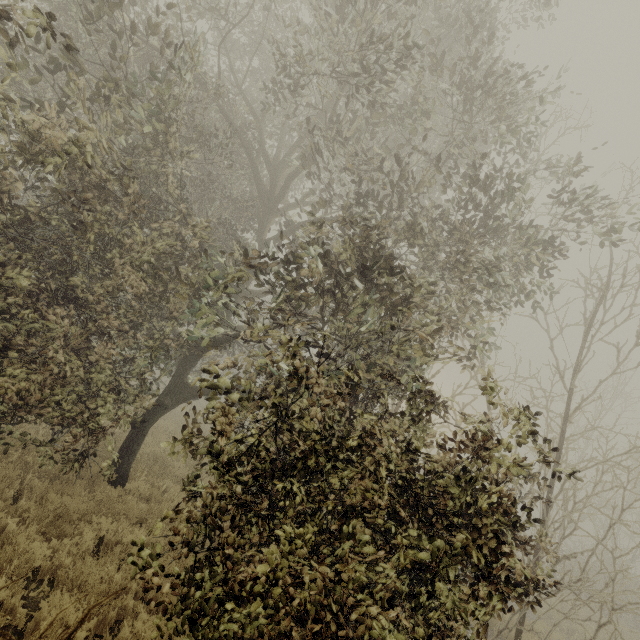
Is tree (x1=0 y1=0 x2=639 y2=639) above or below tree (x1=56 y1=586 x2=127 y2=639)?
above

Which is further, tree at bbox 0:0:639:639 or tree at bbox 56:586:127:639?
tree at bbox 0:0:639:639

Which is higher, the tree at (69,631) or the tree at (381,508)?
the tree at (381,508)

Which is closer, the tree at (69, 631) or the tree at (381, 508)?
the tree at (69, 631)

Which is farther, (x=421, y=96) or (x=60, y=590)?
(x=421, y=96)
